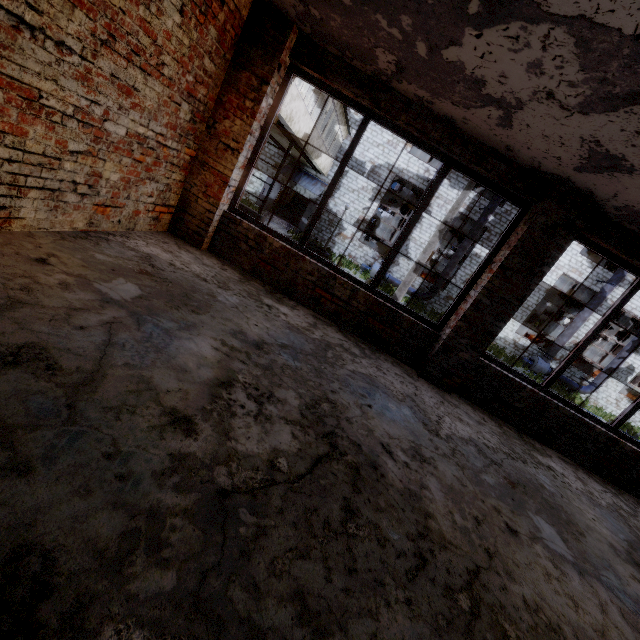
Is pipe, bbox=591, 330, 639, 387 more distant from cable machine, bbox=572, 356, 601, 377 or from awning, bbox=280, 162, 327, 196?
awning, bbox=280, 162, 327, 196

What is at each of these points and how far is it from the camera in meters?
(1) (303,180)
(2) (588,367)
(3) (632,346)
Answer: (1) awning, 22.0
(2) cable machine, 26.7
(3) pipe, 21.8

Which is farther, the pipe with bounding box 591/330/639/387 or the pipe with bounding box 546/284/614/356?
the pipe with bounding box 591/330/639/387

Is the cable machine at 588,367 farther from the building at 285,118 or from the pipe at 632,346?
the building at 285,118

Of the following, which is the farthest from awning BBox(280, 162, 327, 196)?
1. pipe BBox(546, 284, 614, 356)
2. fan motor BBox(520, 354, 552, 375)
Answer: pipe BBox(546, 284, 614, 356)

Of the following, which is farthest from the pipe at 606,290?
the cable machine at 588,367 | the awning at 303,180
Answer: the awning at 303,180

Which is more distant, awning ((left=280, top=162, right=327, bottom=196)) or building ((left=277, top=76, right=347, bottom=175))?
awning ((left=280, top=162, right=327, bottom=196))

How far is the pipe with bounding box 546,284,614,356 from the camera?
21.2m
